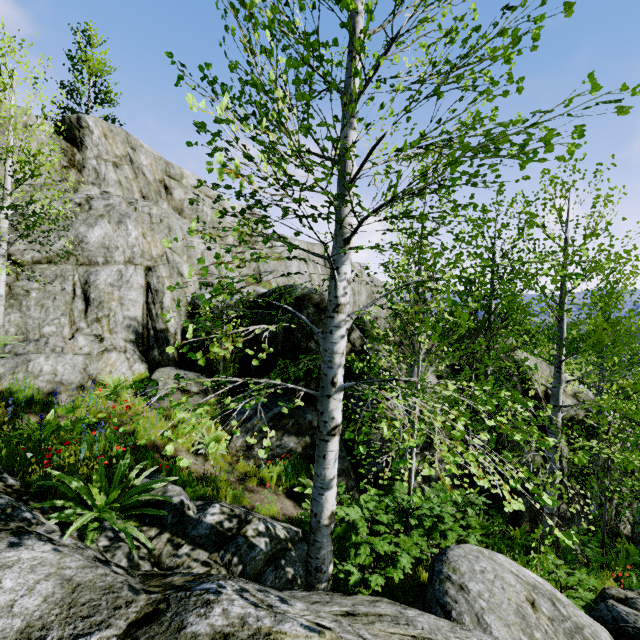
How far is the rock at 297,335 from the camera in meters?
9.5

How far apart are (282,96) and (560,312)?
7.99m

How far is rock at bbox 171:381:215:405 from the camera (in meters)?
8.41

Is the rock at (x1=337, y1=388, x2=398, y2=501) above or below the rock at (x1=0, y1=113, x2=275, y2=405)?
below

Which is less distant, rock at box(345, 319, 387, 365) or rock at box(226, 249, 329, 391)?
rock at box(226, 249, 329, 391)

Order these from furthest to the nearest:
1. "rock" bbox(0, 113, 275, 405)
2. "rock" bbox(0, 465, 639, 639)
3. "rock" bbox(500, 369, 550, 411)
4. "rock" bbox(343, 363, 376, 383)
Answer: "rock" bbox(500, 369, 550, 411)
"rock" bbox(343, 363, 376, 383)
"rock" bbox(0, 113, 275, 405)
"rock" bbox(0, 465, 639, 639)

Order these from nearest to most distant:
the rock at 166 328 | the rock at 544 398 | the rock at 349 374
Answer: the rock at 166 328 → the rock at 349 374 → the rock at 544 398
